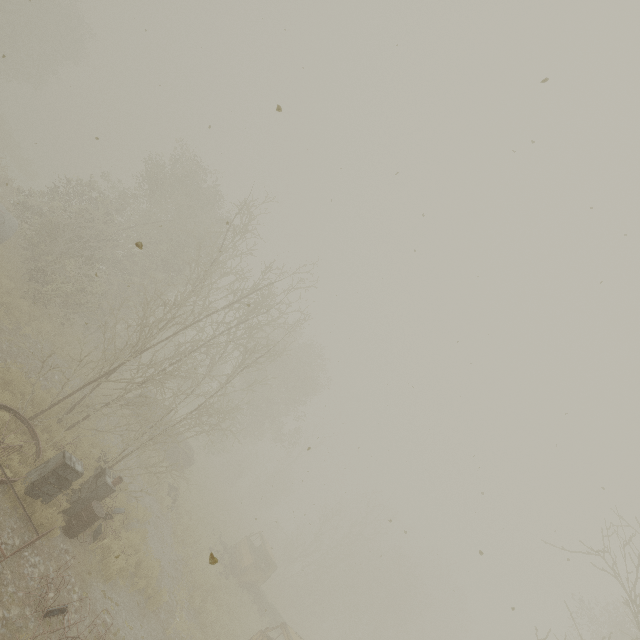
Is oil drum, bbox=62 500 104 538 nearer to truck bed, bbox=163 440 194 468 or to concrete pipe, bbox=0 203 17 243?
truck bed, bbox=163 440 194 468

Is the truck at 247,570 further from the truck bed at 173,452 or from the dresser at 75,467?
the dresser at 75,467

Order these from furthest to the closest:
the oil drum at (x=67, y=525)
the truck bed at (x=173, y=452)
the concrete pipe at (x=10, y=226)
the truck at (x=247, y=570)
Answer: the truck bed at (x=173, y=452) → the concrete pipe at (x=10, y=226) → the truck at (x=247, y=570) → the oil drum at (x=67, y=525)

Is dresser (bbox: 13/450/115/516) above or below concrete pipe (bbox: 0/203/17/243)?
below

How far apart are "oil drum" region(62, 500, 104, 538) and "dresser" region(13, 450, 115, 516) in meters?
1.0

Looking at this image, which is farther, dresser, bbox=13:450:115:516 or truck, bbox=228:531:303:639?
truck, bbox=228:531:303:639

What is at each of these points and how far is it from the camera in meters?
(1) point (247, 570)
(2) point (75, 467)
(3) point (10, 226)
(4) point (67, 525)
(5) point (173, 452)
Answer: (1) truck, 18.7 m
(2) dresser, 9.0 m
(3) concrete pipe, 14.1 m
(4) oil drum, 9.3 m
(5) truck bed, 21.2 m
